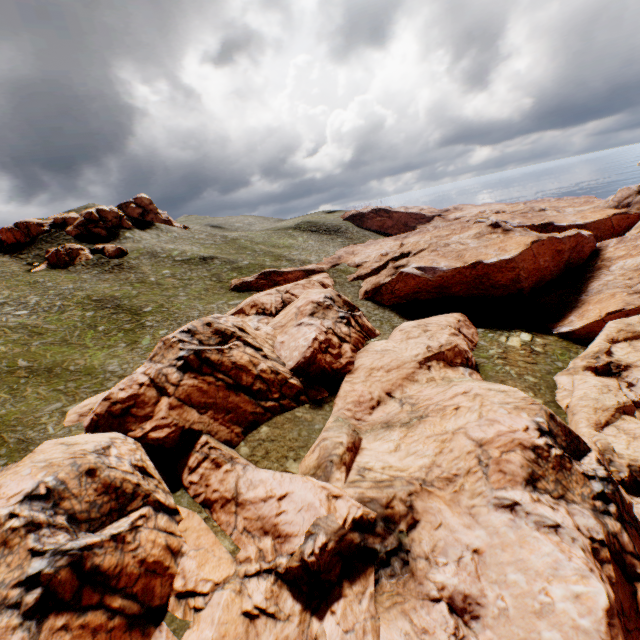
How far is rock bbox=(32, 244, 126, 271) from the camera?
56.2m

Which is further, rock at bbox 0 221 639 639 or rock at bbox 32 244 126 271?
rock at bbox 32 244 126 271

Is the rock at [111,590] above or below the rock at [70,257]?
below

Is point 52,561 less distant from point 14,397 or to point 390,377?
point 14,397

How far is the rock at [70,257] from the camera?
56.2m

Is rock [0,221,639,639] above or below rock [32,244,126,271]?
below
